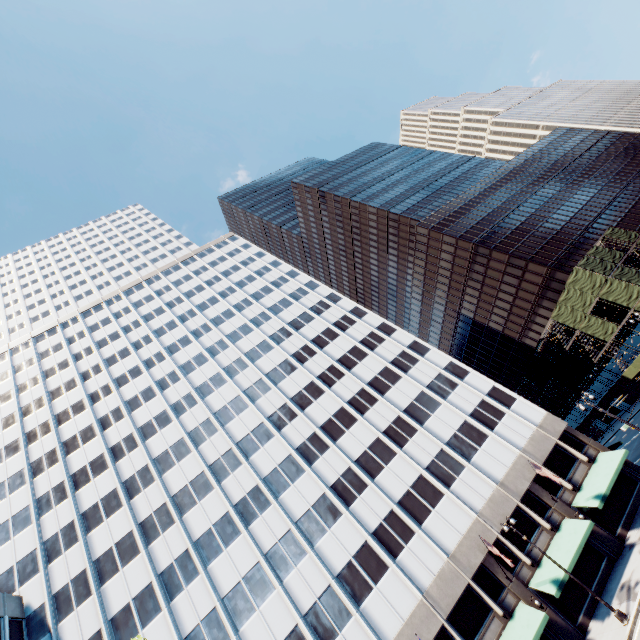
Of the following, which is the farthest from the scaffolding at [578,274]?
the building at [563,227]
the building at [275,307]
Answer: the building at [275,307]

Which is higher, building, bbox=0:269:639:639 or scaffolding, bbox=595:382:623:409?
building, bbox=0:269:639:639

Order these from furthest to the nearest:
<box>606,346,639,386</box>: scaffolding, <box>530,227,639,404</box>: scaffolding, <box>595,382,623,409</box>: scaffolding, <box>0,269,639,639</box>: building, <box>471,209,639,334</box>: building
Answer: <box>471,209,639,334</box>: building
<box>595,382,623,409</box>: scaffolding
<box>606,346,639,386</box>: scaffolding
<box>530,227,639,404</box>: scaffolding
<box>0,269,639,639</box>: building

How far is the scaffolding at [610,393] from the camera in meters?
50.6

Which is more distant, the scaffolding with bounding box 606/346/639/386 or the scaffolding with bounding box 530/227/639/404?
the scaffolding with bounding box 606/346/639/386

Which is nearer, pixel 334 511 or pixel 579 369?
pixel 334 511

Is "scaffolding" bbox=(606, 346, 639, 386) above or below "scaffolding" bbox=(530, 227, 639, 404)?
below

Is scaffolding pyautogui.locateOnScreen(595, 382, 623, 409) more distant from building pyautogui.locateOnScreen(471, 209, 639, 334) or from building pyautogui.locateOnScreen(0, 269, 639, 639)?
building pyautogui.locateOnScreen(0, 269, 639, 639)
